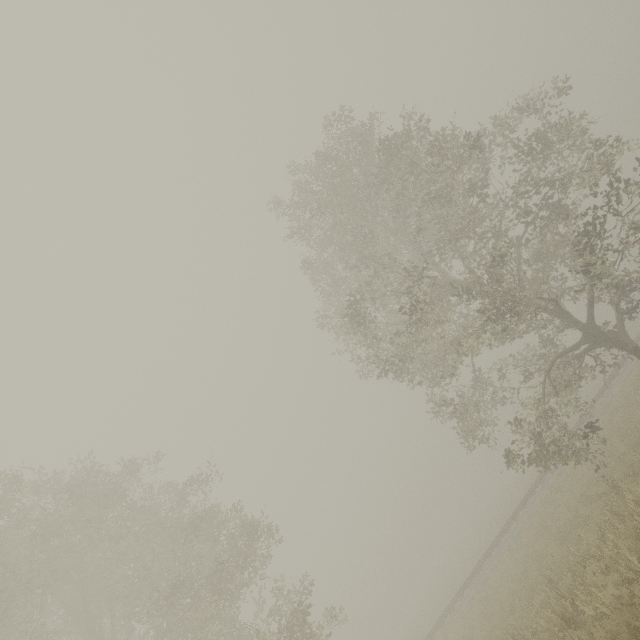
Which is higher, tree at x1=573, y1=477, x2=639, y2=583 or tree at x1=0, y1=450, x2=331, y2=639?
tree at x1=0, y1=450, x2=331, y2=639

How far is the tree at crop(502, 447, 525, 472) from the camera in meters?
13.2

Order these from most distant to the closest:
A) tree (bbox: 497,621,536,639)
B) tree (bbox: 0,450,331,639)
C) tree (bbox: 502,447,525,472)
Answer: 1. tree (bbox: 502,447,525,472)
2. tree (bbox: 0,450,331,639)
3. tree (bbox: 497,621,536,639)

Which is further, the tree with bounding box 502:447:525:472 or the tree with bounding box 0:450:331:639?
the tree with bounding box 502:447:525:472

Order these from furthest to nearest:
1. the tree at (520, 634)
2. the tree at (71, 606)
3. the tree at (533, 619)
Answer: the tree at (71, 606), the tree at (520, 634), the tree at (533, 619)

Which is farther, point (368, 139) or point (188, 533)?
point (368, 139)

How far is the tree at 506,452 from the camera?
13.15m
